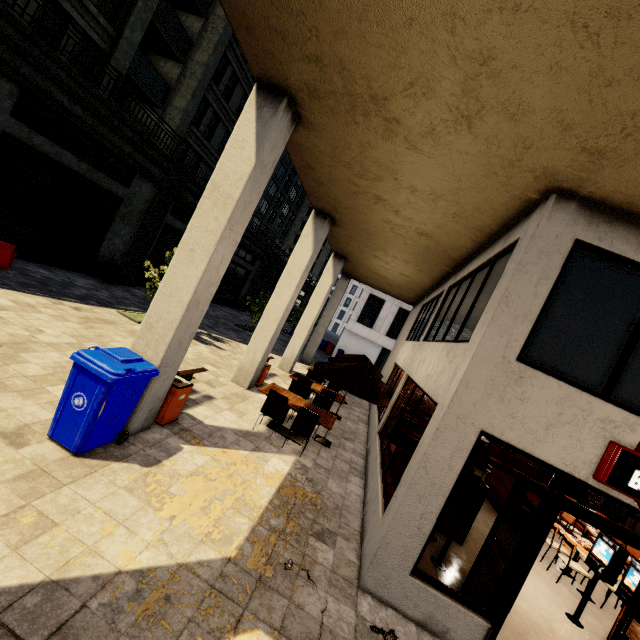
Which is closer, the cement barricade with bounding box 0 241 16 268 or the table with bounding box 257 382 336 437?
the table with bounding box 257 382 336 437

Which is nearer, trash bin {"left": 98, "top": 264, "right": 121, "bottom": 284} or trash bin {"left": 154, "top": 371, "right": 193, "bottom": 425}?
trash bin {"left": 154, "top": 371, "right": 193, "bottom": 425}

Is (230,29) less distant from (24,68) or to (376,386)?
(24,68)

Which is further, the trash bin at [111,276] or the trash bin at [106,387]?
the trash bin at [111,276]

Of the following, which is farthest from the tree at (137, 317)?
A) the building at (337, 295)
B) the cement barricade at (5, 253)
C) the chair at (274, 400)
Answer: the chair at (274, 400)

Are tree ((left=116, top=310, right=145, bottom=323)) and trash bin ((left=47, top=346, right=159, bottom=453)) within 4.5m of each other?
no

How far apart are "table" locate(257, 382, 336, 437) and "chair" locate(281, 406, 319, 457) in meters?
0.3

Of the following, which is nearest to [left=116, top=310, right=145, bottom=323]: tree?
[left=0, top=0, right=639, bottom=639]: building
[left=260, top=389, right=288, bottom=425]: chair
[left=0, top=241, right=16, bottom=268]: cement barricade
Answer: [left=0, top=241, right=16, bottom=268]: cement barricade
